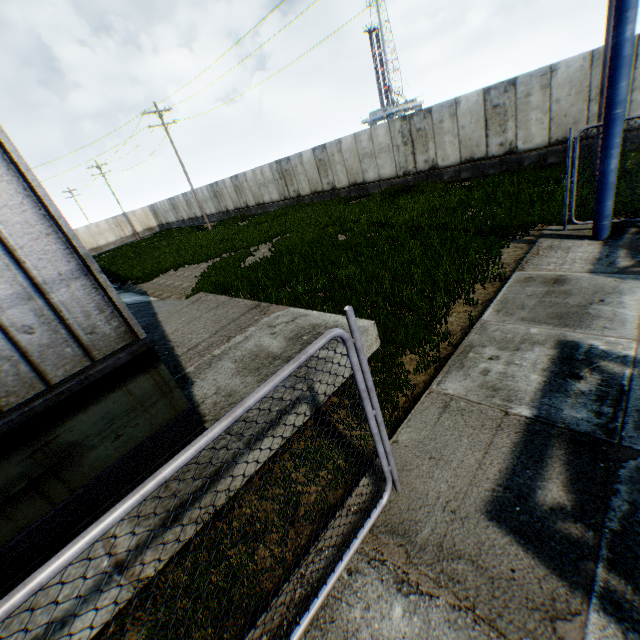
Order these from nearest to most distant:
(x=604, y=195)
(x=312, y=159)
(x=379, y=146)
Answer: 1. (x=604, y=195)
2. (x=379, y=146)
3. (x=312, y=159)

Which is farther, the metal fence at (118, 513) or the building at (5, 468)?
the building at (5, 468)

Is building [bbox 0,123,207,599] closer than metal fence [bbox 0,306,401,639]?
No
